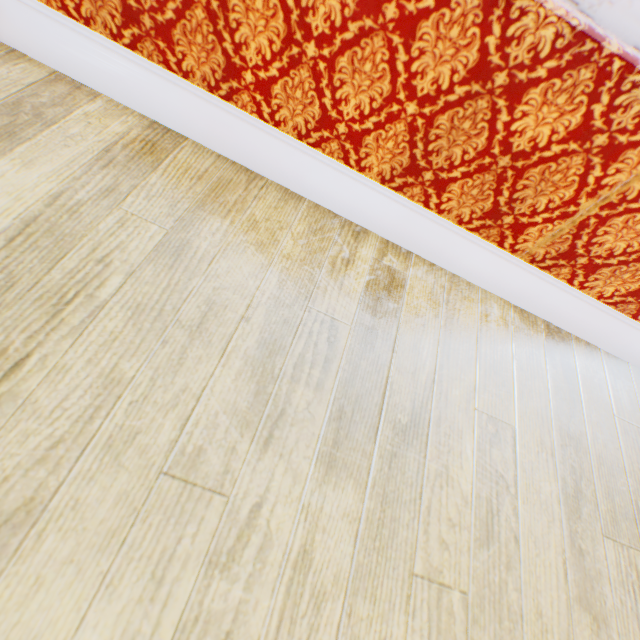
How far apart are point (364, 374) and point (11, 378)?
0.7 meters
